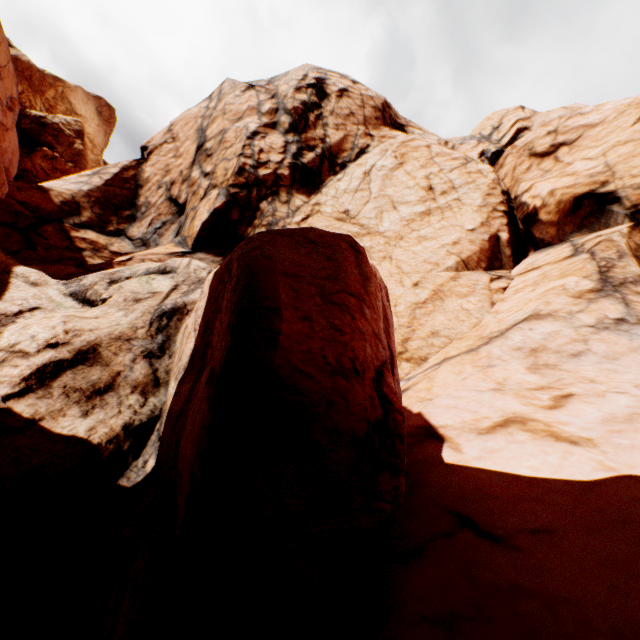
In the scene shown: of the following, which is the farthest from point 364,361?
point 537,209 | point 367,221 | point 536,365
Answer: point 537,209
